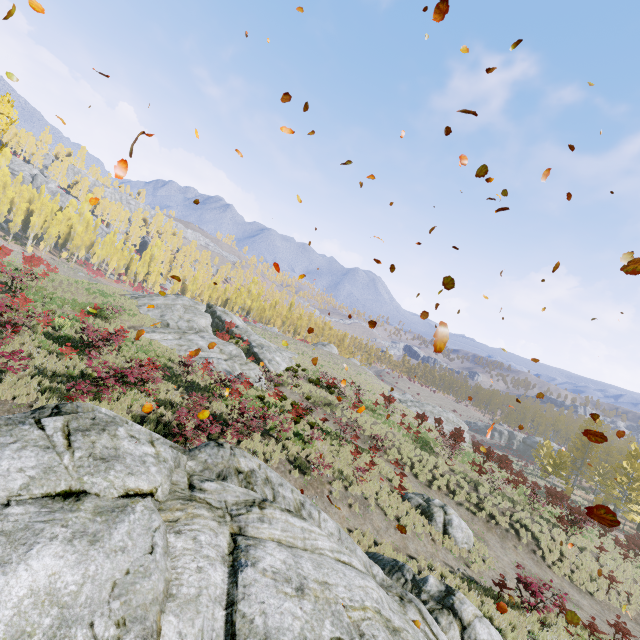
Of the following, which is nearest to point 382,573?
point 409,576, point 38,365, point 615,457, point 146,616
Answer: point 409,576

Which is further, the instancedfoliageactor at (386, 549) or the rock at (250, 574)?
the instancedfoliageactor at (386, 549)

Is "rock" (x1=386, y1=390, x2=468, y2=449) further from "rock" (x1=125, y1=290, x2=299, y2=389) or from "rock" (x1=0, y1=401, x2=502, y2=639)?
"rock" (x1=0, y1=401, x2=502, y2=639)

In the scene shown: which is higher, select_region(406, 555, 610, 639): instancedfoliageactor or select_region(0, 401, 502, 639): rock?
select_region(0, 401, 502, 639): rock

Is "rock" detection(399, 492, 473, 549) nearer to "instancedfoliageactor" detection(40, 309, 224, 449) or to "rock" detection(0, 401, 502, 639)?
"instancedfoliageactor" detection(40, 309, 224, 449)

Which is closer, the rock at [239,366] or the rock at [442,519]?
the rock at [442,519]

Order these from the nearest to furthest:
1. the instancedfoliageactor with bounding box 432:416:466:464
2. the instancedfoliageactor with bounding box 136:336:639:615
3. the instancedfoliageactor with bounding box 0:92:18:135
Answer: the instancedfoliageactor with bounding box 136:336:639:615
the instancedfoliageactor with bounding box 0:92:18:135
the instancedfoliageactor with bounding box 432:416:466:464

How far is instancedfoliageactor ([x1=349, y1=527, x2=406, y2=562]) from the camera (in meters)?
11.67
